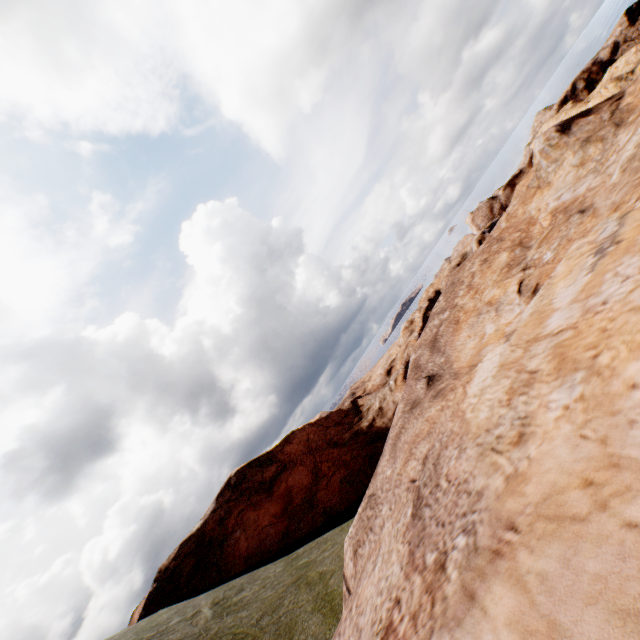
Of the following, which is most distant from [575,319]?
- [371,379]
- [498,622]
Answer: [371,379]
